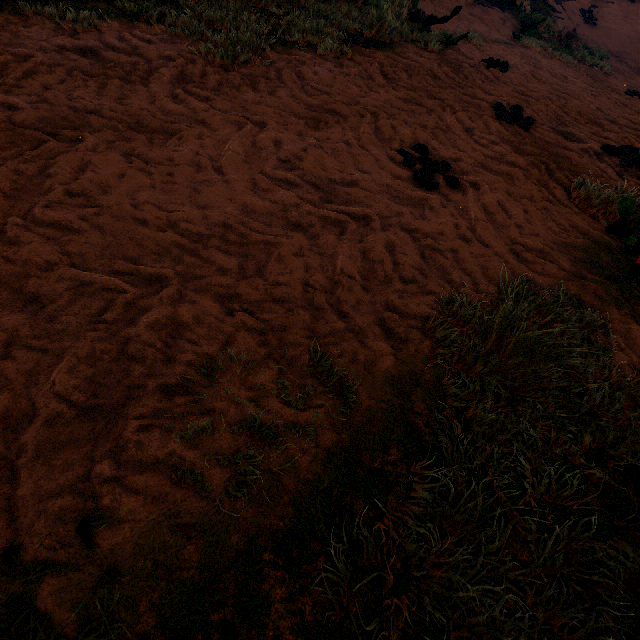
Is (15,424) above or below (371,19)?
below
